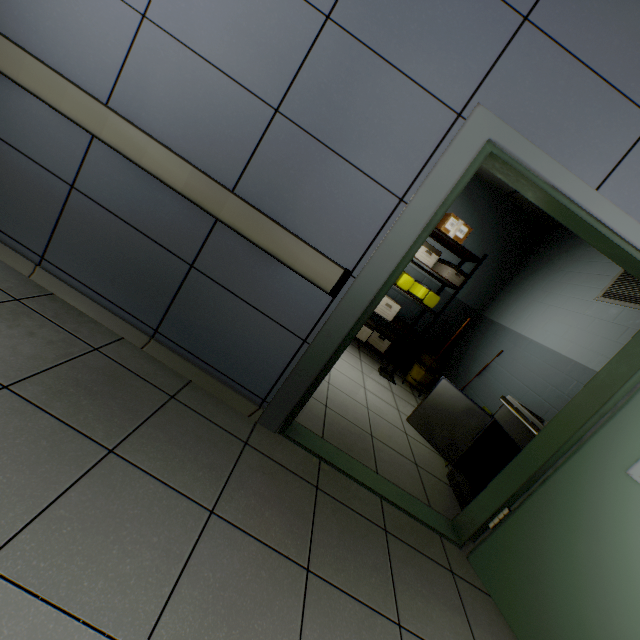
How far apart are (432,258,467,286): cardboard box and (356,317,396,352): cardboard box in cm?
120

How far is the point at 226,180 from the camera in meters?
1.8

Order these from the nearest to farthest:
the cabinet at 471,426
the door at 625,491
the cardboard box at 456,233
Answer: the door at 625,491 → the cabinet at 471,426 → the cardboard box at 456,233

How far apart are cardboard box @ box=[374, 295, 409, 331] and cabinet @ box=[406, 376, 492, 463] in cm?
169

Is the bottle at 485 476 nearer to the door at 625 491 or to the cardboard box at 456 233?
the door at 625 491

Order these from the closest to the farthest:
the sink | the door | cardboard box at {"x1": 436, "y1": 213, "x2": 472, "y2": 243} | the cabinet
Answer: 1. the door
2. the sink
3. the cabinet
4. cardboard box at {"x1": 436, "y1": 213, "x2": 472, "y2": 243}

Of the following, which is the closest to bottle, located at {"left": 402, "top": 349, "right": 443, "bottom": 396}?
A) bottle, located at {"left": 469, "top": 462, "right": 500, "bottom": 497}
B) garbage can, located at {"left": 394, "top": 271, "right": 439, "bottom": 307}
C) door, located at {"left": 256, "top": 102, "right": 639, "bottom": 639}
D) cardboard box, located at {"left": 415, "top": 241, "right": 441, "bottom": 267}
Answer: garbage can, located at {"left": 394, "top": 271, "right": 439, "bottom": 307}

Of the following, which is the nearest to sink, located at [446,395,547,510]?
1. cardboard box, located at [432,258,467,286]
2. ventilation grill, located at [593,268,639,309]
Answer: ventilation grill, located at [593,268,639,309]
